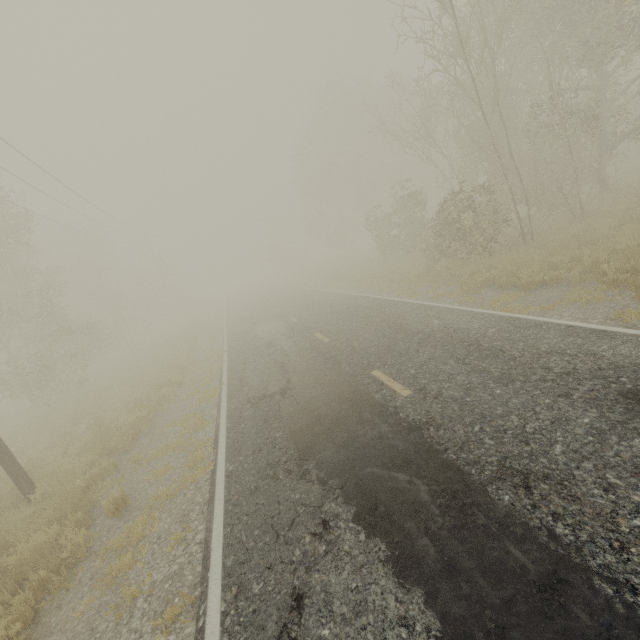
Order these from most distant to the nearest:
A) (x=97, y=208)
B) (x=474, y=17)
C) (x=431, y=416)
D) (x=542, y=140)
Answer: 1. (x=97, y=208)
2. (x=542, y=140)
3. (x=474, y=17)
4. (x=431, y=416)
